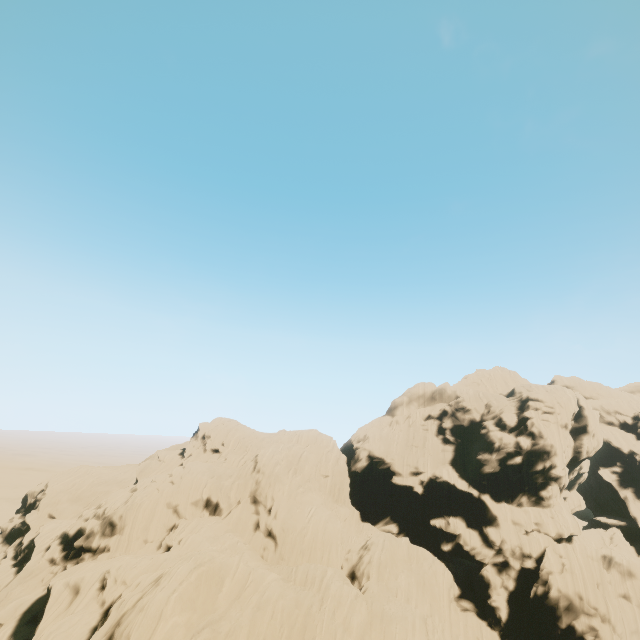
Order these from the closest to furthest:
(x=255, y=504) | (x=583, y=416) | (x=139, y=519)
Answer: (x=139, y=519) → (x=255, y=504) → (x=583, y=416)
